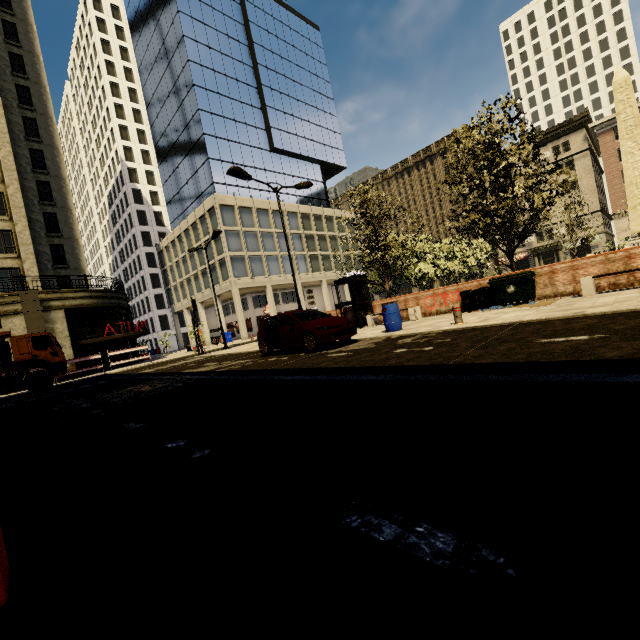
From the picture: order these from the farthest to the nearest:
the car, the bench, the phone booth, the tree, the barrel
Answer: the phone booth → the tree → the barrel → the car → the bench

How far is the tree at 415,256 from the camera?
12.4 meters

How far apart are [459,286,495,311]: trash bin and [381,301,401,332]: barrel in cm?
357

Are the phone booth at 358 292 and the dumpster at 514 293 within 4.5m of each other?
no

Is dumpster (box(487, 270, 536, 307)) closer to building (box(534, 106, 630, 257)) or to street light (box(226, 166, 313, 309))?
street light (box(226, 166, 313, 309))

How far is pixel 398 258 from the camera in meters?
22.6 m

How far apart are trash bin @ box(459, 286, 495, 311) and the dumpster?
0.2 meters

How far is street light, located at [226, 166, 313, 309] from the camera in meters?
13.8
